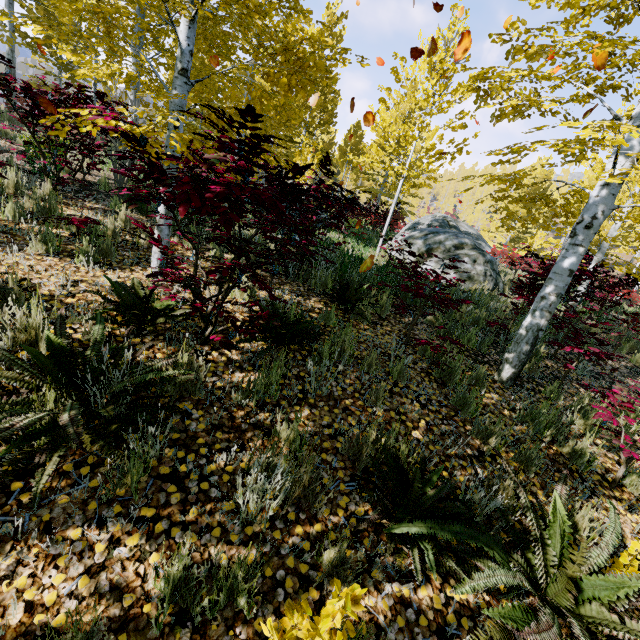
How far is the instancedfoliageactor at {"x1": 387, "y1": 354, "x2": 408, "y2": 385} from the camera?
3.68m

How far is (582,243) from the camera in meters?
3.8 m

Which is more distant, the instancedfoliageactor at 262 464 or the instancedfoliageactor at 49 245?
the instancedfoliageactor at 49 245

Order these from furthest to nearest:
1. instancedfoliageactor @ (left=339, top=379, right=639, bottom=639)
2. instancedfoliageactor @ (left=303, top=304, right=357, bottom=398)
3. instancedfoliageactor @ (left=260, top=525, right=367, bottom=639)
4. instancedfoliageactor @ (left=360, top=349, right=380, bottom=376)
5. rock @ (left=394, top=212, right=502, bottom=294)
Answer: rock @ (left=394, top=212, right=502, bottom=294) → instancedfoliageactor @ (left=360, top=349, right=380, bottom=376) → instancedfoliageactor @ (left=303, top=304, right=357, bottom=398) → instancedfoliageactor @ (left=339, top=379, right=639, bottom=639) → instancedfoliageactor @ (left=260, top=525, right=367, bottom=639)

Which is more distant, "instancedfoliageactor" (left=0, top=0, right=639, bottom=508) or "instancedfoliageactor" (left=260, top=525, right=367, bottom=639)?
"instancedfoliageactor" (left=0, top=0, right=639, bottom=508)

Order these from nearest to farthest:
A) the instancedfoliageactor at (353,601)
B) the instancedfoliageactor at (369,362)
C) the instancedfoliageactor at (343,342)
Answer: the instancedfoliageactor at (353,601), the instancedfoliageactor at (343,342), the instancedfoliageactor at (369,362)
